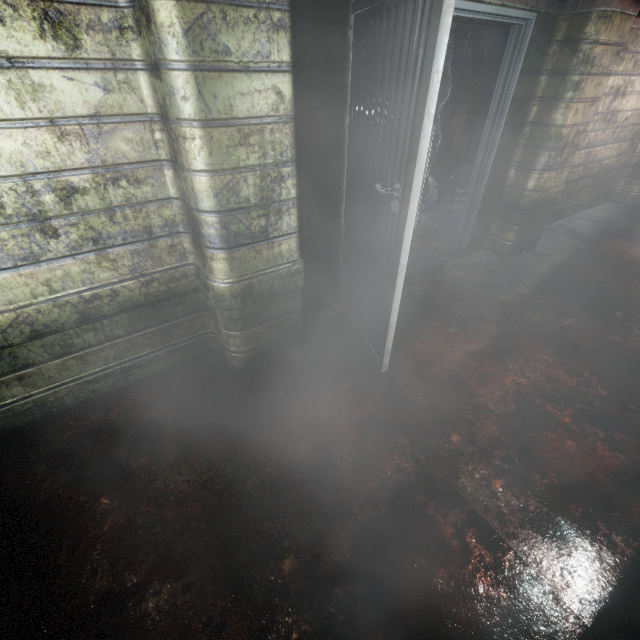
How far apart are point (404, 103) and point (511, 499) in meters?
1.9 m

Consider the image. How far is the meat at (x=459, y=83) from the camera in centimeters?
369cm

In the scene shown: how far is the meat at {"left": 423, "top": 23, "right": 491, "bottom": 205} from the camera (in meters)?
3.69

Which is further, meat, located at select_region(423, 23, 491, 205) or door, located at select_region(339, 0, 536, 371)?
meat, located at select_region(423, 23, 491, 205)

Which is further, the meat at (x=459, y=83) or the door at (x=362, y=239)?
the meat at (x=459, y=83)
